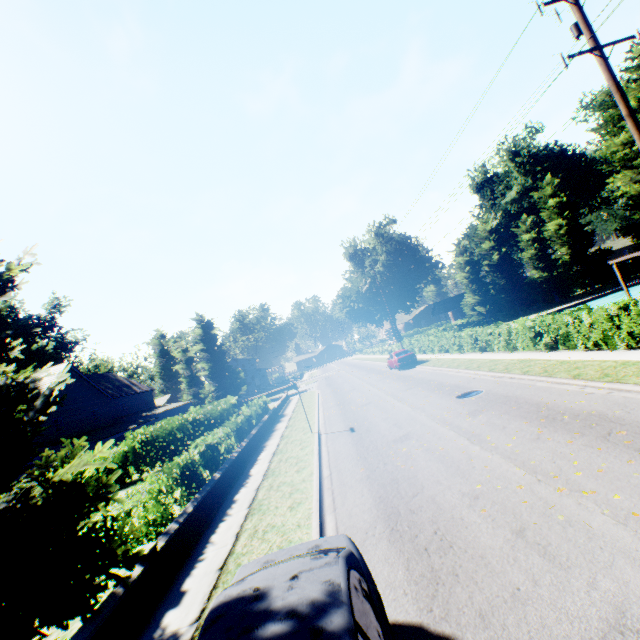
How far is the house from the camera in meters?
52.6 m

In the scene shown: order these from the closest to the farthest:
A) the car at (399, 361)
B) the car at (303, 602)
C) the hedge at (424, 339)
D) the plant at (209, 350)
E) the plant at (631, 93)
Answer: the car at (303, 602) < the hedge at (424, 339) < the car at (399, 361) < the plant at (631, 93) < the plant at (209, 350)

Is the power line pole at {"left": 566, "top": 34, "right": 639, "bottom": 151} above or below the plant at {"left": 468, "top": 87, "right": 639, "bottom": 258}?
below

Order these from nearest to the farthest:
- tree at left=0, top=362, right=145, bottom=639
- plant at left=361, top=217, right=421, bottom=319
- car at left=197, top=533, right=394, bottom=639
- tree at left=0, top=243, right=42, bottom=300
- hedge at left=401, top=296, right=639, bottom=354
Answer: car at left=197, top=533, right=394, bottom=639 < tree at left=0, top=362, right=145, bottom=639 < tree at left=0, top=243, right=42, bottom=300 < hedge at left=401, top=296, right=639, bottom=354 < plant at left=361, top=217, right=421, bottom=319

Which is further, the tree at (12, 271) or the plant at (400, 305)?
the plant at (400, 305)

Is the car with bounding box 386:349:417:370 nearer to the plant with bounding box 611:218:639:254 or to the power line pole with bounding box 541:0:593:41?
the power line pole with bounding box 541:0:593:41

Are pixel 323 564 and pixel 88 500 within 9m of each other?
yes

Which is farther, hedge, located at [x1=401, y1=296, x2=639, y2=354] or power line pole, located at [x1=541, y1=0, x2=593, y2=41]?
hedge, located at [x1=401, y1=296, x2=639, y2=354]
